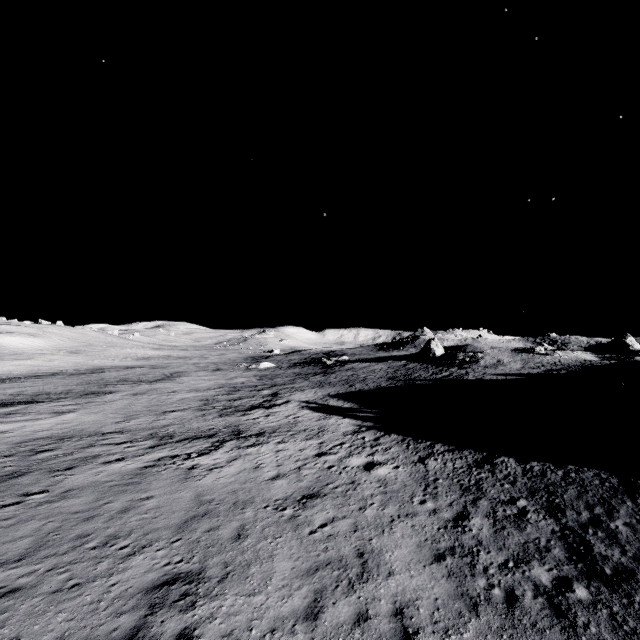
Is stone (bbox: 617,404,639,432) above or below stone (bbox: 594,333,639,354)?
below

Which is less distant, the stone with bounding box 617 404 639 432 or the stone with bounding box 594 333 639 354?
the stone with bounding box 617 404 639 432

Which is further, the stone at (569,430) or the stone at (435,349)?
the stone at (435,349)

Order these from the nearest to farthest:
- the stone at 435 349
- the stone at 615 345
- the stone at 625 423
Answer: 1. the stone at 625 423
2. the stone at 615 345
3. the stone at 435 349

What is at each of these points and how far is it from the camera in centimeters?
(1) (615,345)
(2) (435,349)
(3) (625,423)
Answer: (1) stone, 4794cm
(2) stone, 5684cm
(3) stone, 1756cm

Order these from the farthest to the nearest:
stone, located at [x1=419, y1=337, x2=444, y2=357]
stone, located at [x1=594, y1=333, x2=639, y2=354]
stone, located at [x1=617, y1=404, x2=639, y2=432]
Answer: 1. stone, located at [x1=419, y1=337, x2=444, y2=357]
2. stone, located at [x1=594, y1=333, x2=639, y2=354]
3. stone, located at [x1=617, y1=404, x2=639, y2=432]

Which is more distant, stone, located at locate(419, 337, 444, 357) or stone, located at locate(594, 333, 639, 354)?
stone, located at locate(419, 337, 444, 357)

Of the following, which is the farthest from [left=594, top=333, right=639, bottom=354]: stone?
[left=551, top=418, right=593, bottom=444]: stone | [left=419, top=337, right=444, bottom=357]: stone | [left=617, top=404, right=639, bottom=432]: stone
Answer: [left=551, top=418, right=593, bottom=444]: stone
